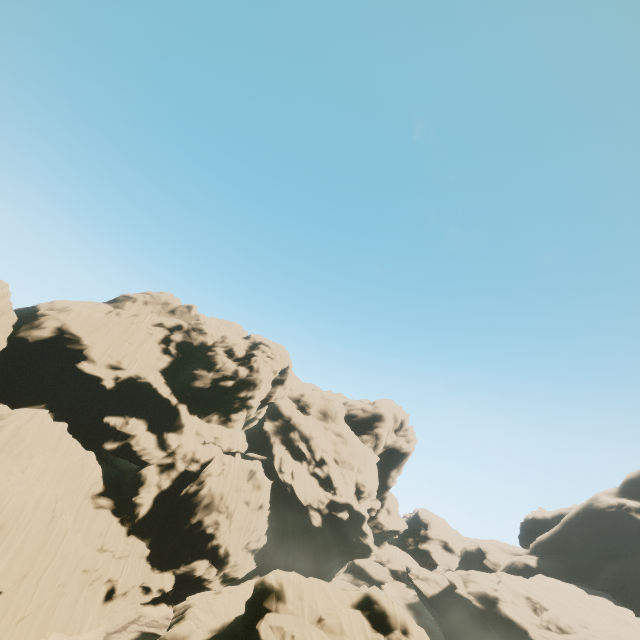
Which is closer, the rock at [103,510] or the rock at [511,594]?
the rock at [103,510]

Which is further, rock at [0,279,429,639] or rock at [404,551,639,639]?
rock at [404,551,639,639]

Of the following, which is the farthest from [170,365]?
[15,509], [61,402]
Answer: [15,509]
